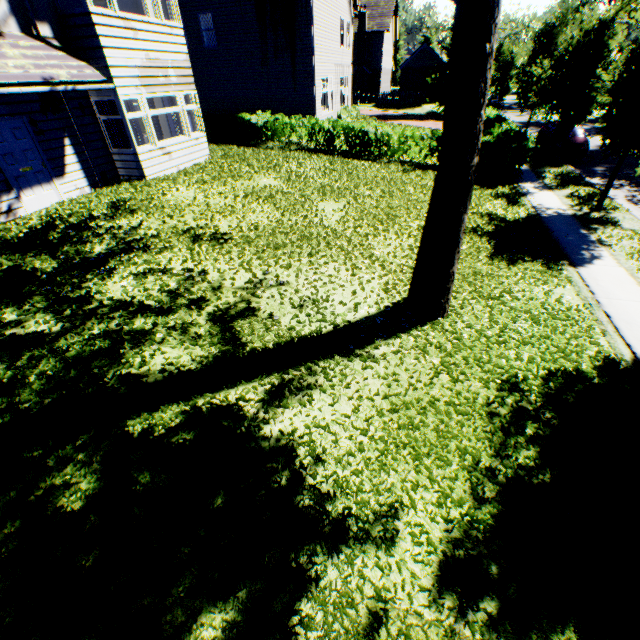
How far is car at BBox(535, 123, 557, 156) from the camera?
19.0m

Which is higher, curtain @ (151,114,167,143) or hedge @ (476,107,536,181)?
Result: curtain @ (151,114,167,143)

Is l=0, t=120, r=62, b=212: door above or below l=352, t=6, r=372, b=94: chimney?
below

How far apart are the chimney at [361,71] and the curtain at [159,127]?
35.6 meters

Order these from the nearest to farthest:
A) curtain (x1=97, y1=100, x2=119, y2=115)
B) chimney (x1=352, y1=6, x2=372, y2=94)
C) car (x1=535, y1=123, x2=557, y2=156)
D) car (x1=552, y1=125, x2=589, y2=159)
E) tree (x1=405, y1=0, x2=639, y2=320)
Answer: tree (x1=405, y1=0, x2=639, y2=320), curtain (x1=97, y1=100, x2=119, y2=115), car (x1=552, y1=125, x2=589, y2=159), car (x1=535, y1=123, x2=557, y2=156), chimney (x1=352, y1=6, x2=372, y2=94)

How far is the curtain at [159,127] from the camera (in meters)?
14.34

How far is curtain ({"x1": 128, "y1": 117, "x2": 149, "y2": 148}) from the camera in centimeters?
1074cm

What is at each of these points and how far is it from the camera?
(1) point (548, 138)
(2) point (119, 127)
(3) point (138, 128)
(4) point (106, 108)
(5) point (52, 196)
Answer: (1) car, 19.4m
(2) curtain, 10.8m
(3) curtain, 11.2m
(4) curtain, 10.5m
(5) door, 9.6m
